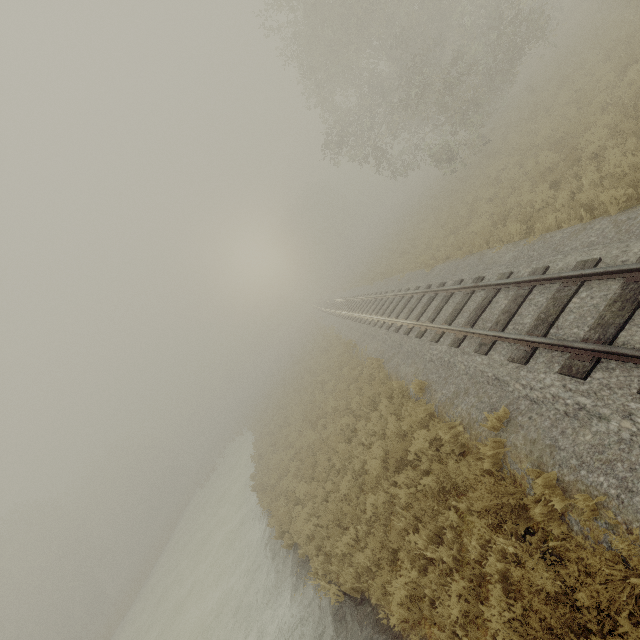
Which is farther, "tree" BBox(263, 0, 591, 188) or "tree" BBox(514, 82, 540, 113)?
"tree" BBox(514, 82, 540, 113)

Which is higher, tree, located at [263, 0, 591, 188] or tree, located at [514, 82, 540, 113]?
tree, located at [263, 0, 591, 188]

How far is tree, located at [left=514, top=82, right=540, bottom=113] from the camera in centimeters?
1941cm

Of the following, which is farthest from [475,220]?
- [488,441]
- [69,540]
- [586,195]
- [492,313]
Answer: [69,540]

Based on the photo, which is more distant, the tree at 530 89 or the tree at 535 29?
the tree at 530 89

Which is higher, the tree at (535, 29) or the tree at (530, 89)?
the tree at (535, 29)
